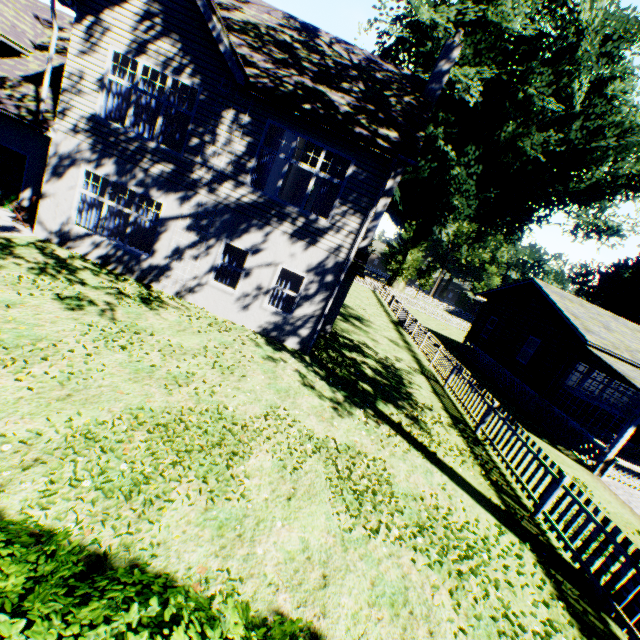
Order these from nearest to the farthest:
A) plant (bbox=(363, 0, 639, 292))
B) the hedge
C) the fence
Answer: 1. the hedge
2. the fence
3. plant (bbox=(363, 0, 639, 292))

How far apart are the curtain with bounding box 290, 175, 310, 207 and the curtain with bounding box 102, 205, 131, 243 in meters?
9.8

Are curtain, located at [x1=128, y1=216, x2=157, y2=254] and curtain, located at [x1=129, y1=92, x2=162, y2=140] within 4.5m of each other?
yes

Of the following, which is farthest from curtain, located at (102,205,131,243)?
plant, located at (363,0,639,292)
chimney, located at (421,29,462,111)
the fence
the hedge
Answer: plant, located at (363,0,639,292)

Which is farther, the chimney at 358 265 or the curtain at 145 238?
the chimney at 358 265

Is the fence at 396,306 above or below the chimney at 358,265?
below

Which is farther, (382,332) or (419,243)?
(419,243)

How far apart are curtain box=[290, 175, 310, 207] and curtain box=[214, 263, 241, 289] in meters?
9.5
